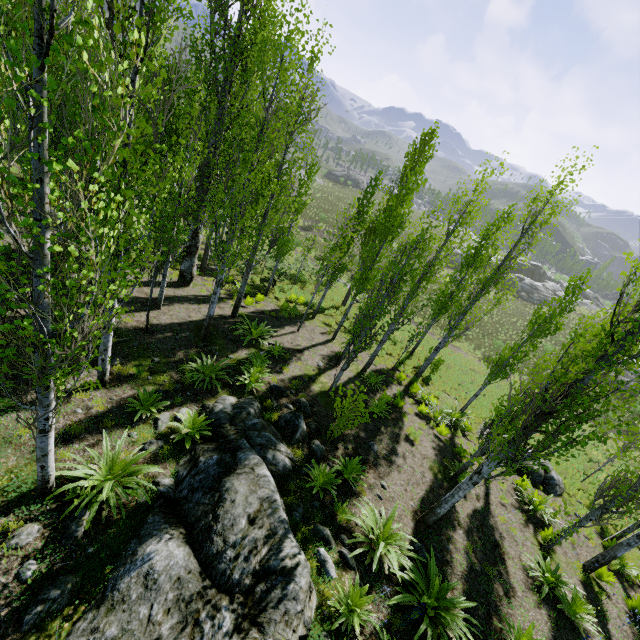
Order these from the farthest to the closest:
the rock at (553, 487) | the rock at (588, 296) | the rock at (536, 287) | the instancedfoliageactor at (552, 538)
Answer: the rock at (588, 296)
the rock at (536, 287)
the rock at (553, 487)
the instancedfoliageactor at (552, 538)

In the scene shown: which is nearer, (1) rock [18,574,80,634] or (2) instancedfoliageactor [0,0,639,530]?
(2) instancedfoliageactor [0,0,639,530]

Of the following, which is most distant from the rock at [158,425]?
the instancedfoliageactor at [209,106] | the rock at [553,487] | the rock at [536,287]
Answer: the rock at [553,487]

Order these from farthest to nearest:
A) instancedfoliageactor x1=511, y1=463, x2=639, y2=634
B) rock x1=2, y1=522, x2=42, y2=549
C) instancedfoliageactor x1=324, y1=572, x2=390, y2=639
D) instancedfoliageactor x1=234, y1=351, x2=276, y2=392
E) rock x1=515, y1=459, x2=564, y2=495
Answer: rock x1=515, y1=459, x2=564, y2=495
instancedfoliageactor x1=234, y1=351, x2=276, y2=392
instancedfoliageactor x1=511, y1=463, x2=639, y2=634
instancedfoliageactor x1=324, y1=572, x2=390, y2=639
rock x1=2, y1=522, x2=42, y2=549

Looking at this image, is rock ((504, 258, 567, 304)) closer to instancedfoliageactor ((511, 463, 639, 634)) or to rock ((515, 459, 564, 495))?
instancedfoliageactor ((511, 463, 639, 634))

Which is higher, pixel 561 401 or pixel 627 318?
pixel 627 318

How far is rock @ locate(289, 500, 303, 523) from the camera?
7.0 meters

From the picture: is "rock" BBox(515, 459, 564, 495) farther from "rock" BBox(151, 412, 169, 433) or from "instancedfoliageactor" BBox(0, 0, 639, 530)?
"rock" BBox(151, 412, 169, 433)
